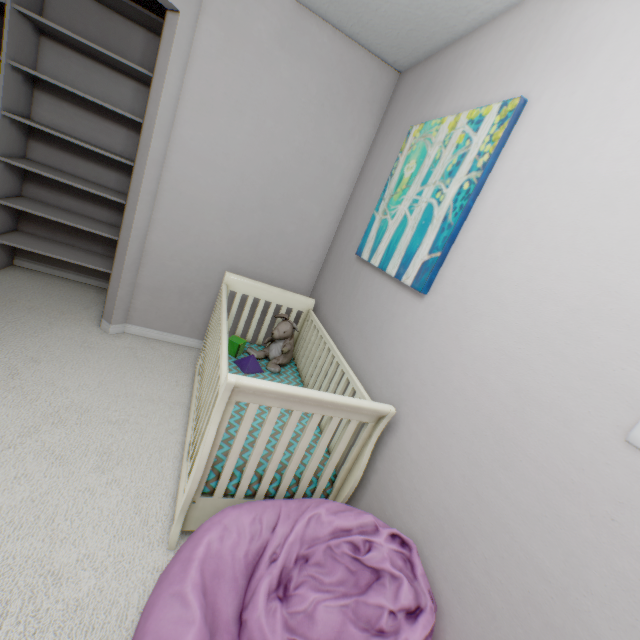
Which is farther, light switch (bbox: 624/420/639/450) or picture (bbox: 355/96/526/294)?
picture (bbox: 355/96/526/294)

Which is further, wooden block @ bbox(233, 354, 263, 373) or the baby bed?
wooden block @ bbox(233, 354, 263, 373)

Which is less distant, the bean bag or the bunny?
the bean bag

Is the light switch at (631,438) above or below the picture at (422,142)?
below

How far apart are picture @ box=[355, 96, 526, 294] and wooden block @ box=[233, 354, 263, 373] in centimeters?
96cm

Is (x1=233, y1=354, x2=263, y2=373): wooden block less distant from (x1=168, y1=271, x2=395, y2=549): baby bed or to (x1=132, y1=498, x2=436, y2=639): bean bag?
(x1=168, y1=271, x2=395, y2=549): baby bed

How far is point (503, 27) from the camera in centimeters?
142cm

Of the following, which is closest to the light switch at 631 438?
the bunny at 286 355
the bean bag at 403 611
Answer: the bean bag at 403 611
